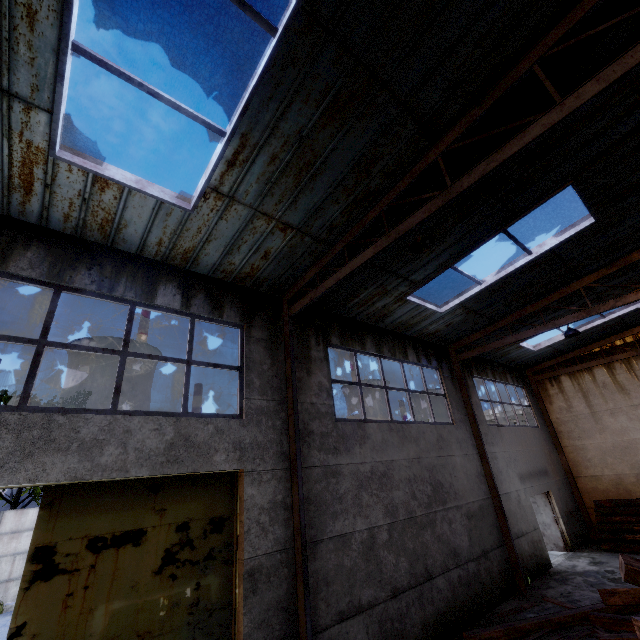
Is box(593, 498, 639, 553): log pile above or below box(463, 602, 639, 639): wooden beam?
above

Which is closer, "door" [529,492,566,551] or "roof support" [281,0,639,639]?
"roof support" [281,0,639,639]

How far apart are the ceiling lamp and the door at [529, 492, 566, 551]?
14.5 meters

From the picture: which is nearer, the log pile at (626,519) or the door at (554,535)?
the log pile at (626,519)

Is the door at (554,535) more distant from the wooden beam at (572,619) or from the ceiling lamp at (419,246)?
the ceiling lamp at (419,246)

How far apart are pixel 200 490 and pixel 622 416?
18.3 meters

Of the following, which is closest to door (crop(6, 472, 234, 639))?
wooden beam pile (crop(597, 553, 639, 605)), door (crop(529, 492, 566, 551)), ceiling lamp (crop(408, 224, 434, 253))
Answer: wooden beam pile (crop(597, 553, 639, 605))

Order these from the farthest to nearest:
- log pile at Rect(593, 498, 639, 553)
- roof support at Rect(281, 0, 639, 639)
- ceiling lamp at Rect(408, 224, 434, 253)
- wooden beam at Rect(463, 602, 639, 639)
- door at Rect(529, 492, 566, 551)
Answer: door at Rect(529, 492, 566, 551) < log pile at Rect(593, 498, 639, 553) < wooden beam at Rect(463, 602, 639, 639) < ceiling lamp at Rect(408, 224, 434, 253) < roof support at Rect(281, 0, 639, 639)
